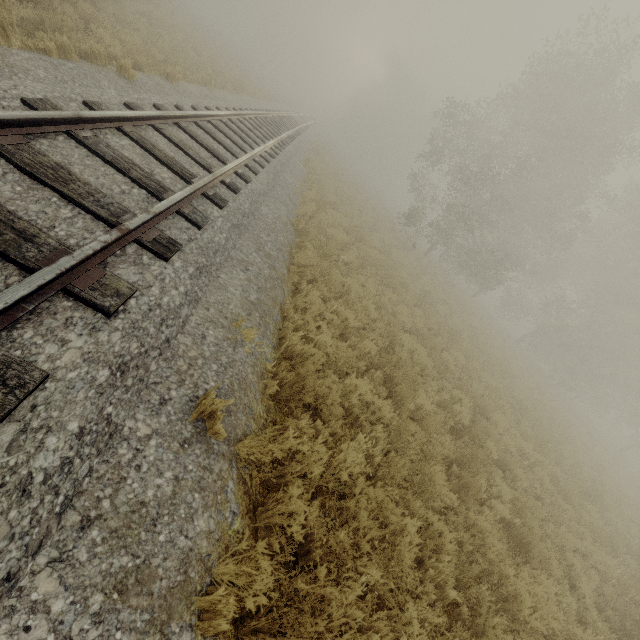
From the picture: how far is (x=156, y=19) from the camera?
15.98m
